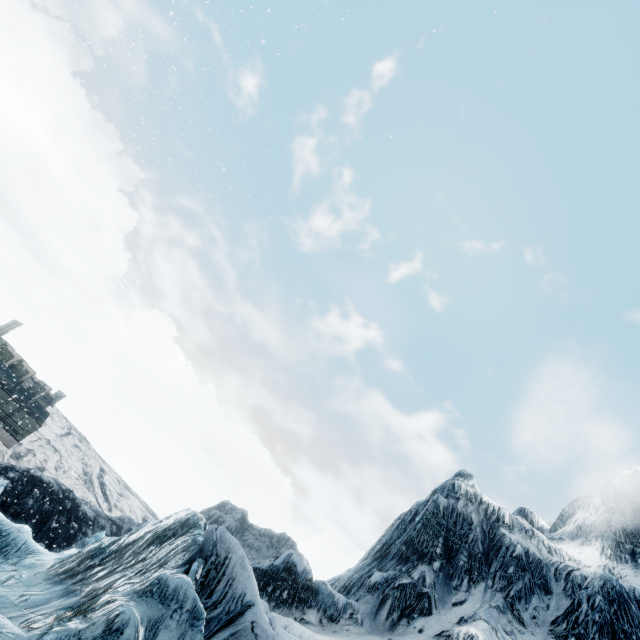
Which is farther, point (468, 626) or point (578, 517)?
point (578, 517)
